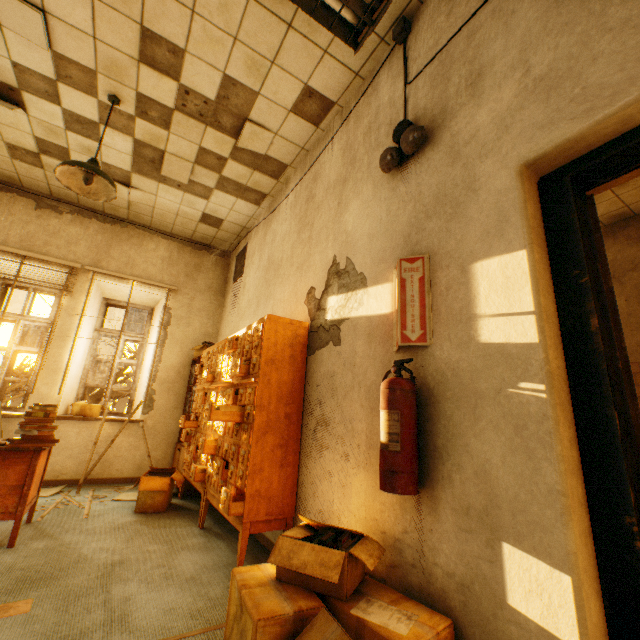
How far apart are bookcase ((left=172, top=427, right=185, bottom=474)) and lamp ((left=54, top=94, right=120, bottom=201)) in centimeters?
243cm

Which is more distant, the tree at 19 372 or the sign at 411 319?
the tree at 19 372

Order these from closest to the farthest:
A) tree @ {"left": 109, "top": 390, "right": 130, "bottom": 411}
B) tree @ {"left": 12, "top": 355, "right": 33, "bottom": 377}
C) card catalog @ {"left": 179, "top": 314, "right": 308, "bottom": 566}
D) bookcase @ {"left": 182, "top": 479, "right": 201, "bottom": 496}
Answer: card catalog @ {"left": 179, "top": 314, "right": 308, "bottom": 566} < bookcase @ {"left": 182, "top": 479, "right": 201, "bottom": 496} < tree @ {"left": 109, "top": 390, "right": 130, "bottom": 411} < tree @ {"left": 12, "top": 355, "right": 33, "bottom": 377}

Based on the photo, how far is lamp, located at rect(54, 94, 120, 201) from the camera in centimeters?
277cm

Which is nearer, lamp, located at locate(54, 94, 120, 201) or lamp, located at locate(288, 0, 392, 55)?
lamp, located at locate(288, 0, 392, 55)

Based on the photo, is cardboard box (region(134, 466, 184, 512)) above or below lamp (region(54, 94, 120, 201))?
below

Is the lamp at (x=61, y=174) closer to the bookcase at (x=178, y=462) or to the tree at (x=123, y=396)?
the bookcase at (x=178, y=462)

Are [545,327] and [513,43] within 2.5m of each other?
yes
